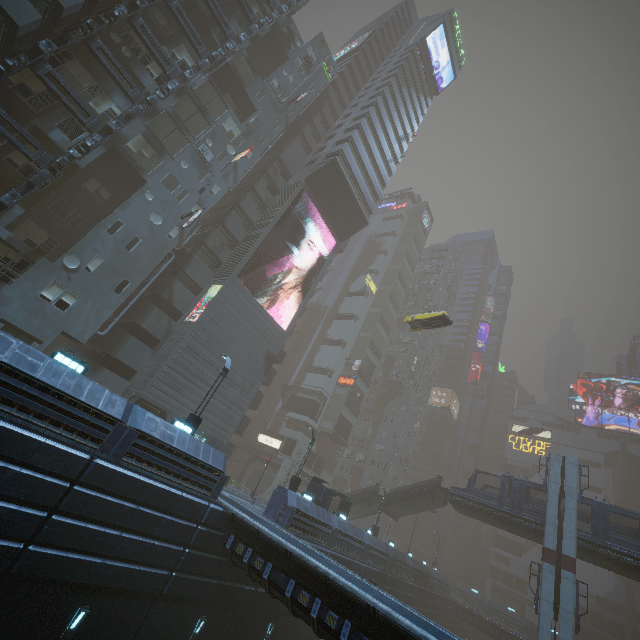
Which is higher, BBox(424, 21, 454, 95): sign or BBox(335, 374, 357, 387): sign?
BBox(424, 21, 454, 95): sign

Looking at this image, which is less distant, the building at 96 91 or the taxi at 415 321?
the building at 96 91

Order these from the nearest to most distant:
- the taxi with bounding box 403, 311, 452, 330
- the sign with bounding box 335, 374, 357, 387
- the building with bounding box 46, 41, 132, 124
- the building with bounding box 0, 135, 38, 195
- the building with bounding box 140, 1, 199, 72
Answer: the building with bounding box 0, 135, 38, 195
the building with bounding box 46, 41, 132, 124
the building with bounding box 140, 1, 199, 72
the taxi with bounding box 403, 311, 452, 330
the sign with bounding box 335, 374, 357, 387

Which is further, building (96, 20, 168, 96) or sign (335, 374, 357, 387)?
sign (335, 374, 357, 387)

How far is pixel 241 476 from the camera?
49.7m

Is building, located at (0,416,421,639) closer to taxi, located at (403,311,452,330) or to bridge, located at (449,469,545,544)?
taxi, located at (403,311,452,330)

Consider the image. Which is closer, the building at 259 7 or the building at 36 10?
the building at 36 10

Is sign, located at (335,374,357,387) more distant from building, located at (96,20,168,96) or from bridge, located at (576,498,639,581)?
bridge, located at (576,498,639,581)
